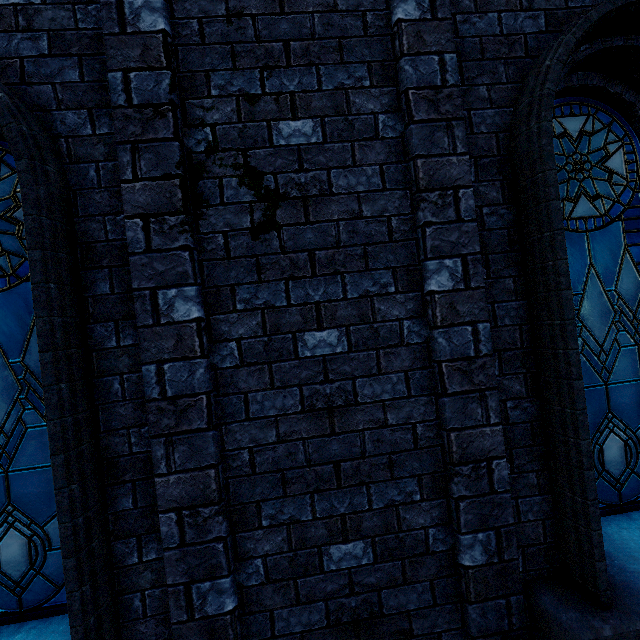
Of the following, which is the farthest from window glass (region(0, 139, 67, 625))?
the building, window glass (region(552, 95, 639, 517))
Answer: window glass (region(552, 95, 639, 517))

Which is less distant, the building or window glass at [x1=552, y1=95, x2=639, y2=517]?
the building

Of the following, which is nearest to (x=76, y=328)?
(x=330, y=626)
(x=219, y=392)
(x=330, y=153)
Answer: (x=219, y=392)

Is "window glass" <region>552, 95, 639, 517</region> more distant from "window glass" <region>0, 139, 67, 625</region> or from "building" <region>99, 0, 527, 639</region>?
"window glass" <region>0, 139, 67, 625</region>

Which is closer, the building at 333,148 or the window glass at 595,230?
the building at 333,148

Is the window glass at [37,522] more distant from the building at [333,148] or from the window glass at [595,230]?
the window glass at [595,230]
